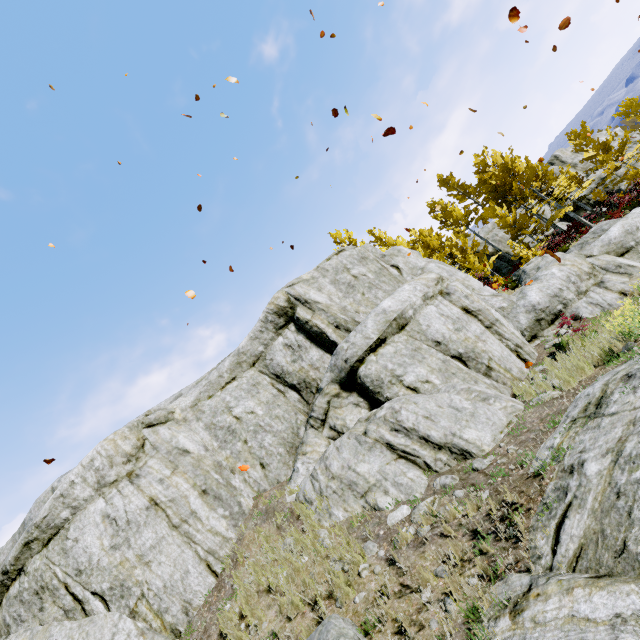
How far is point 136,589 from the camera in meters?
7.4 m

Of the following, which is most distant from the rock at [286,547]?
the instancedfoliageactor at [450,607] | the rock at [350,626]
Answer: the rock at [350,626]

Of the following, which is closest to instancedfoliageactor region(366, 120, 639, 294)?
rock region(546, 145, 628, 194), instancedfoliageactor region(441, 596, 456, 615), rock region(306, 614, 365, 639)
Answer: rock region(546, 145, 628, 194)

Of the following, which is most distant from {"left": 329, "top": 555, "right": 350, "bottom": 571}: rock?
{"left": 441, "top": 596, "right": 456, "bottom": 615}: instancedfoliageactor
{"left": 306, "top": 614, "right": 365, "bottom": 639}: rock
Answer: {"left": 306, "top": 614, "right": 365, "bottom": 639}: rock

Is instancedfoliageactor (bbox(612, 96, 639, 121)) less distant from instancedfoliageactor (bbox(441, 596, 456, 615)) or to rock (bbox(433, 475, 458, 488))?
rock (bbox(433, 475, 458, 488))

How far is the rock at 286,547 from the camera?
6.70m

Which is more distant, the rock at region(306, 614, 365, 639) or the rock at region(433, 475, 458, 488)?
the rock at region(433, 475, 458, 488)

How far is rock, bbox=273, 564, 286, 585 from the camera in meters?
6.1 m
